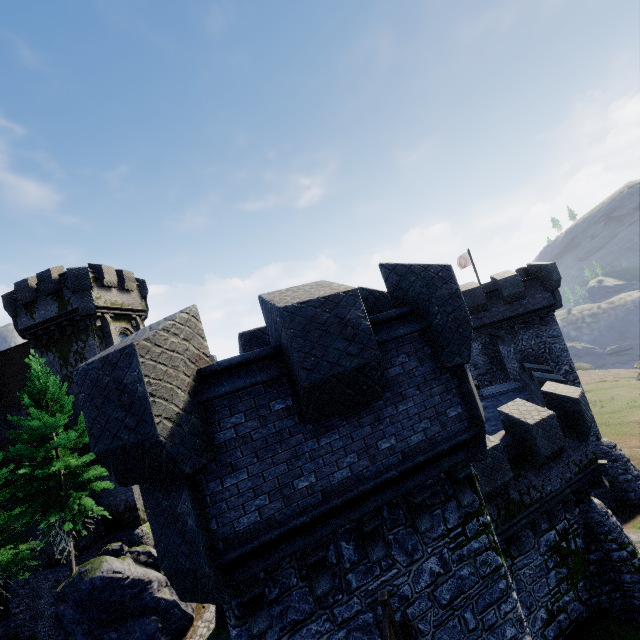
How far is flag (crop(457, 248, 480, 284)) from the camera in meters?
32.0 m

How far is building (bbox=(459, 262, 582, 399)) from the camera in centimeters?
2181cm

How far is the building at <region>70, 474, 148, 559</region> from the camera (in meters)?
22.30

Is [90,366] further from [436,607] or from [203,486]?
[436,607]

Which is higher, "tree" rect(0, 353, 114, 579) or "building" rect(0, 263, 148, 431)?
"building" rect(0, 263, 148, 431)

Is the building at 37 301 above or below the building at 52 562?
above

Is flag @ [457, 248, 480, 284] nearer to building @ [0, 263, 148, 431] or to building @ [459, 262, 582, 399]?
building @ [459, 262, 582, 399]

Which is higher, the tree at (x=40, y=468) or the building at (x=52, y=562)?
the tree at (x=40, y=468)
